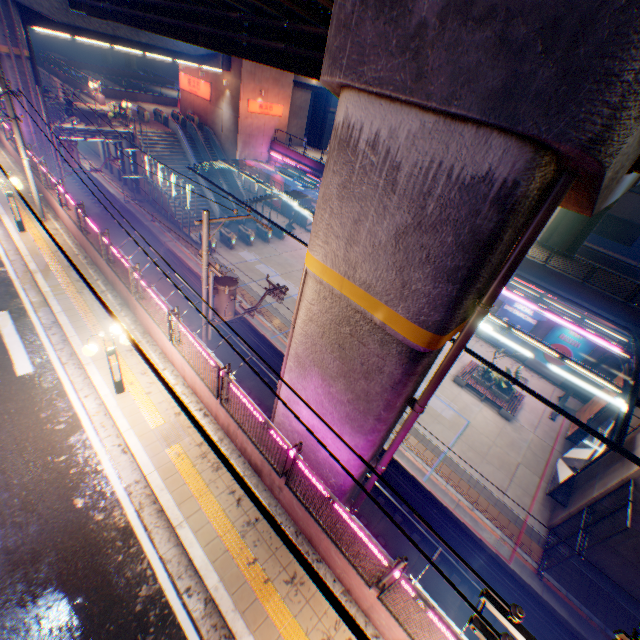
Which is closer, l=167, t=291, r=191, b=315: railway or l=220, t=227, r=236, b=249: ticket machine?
l=167, t=291, r=191, b=315: railway

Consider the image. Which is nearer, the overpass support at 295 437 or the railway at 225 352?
the overpass support at 295 437

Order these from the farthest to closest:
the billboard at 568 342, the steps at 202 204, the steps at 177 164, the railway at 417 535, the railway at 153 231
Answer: the steps at 202 204
the steps at 177 164
the railway at 153 231
the billboard at 568 342
the railway at 417 535

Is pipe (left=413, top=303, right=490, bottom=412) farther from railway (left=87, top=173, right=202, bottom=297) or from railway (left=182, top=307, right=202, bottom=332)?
railway (left=87, top=173, right=202, bottom=297)

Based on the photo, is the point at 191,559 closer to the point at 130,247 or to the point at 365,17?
the point at 365,17

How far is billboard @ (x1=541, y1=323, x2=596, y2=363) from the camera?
21.55m

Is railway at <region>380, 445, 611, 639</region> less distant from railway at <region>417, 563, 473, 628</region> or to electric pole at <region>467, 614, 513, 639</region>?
railway at <region>417, 563, 473, 628</region>

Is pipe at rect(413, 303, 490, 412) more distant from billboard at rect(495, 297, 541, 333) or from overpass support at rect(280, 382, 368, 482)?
billboard at rect(495, 297, 541, 333)
